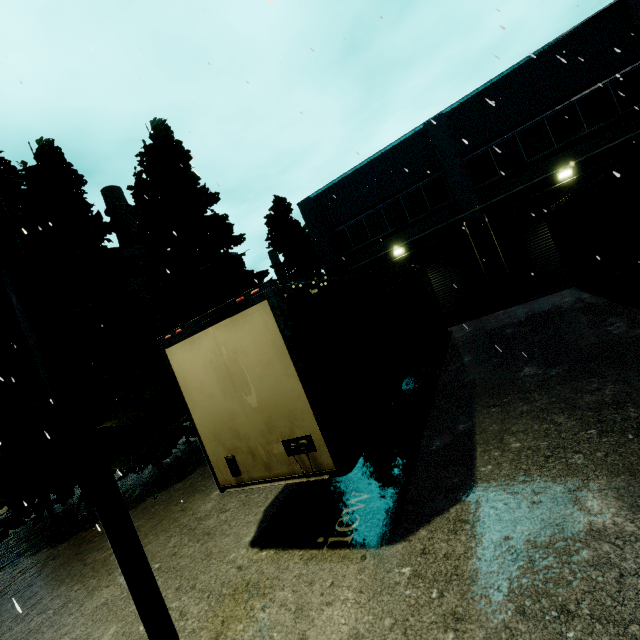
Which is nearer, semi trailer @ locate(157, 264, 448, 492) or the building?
semi trailer @ locate(157, 264, 448, 492)

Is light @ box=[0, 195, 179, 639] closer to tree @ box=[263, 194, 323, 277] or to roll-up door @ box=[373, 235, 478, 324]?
tree @ box=[263, 194, 323, 277]

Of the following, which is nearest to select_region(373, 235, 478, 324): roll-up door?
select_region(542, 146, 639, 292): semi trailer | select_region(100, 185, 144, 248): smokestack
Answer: select_region(542, 146, 639, 292): semi trailer

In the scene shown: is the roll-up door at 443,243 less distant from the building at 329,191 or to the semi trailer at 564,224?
the building at 329,191

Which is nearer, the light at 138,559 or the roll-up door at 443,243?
the light at 138,559

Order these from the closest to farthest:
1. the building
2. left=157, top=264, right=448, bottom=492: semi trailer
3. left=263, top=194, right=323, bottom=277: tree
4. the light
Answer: the light → left=157, top=264, right=448, bottom=492: semi trailer → the building → left=263, top=194, right=323, bottom=277: tree

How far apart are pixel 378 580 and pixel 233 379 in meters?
2.9

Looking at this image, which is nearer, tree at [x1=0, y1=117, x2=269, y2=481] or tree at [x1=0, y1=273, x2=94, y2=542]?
tree at [x1=0, y1=273, x2=94, y2=542]
